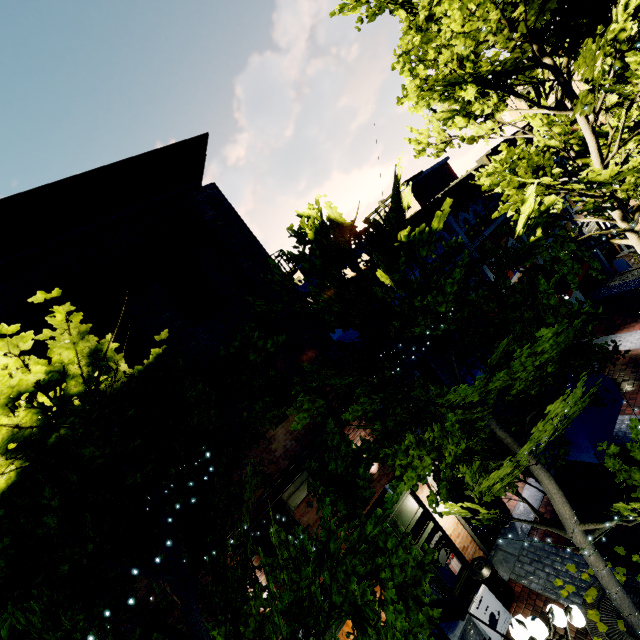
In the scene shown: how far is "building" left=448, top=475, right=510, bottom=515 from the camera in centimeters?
948cm

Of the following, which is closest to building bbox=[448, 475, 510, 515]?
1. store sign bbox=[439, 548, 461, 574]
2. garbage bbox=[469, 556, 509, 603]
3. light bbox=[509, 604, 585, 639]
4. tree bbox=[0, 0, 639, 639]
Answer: tree bbox=[0, 0, 639, 639]

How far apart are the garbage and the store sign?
0.33m

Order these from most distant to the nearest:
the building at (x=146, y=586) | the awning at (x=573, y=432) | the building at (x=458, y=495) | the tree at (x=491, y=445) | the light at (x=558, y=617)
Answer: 1. the building at (x=458, y=495)
2. the awning at (x=573, y=432)
3. the building at (x=146, y=586)
4. the light at (x=558, y=617)
5. the tree at (x=491, y=445)

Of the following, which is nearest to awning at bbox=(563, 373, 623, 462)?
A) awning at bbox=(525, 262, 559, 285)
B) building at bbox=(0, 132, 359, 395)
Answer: awning at bbox=(525, 262, 559, 285)

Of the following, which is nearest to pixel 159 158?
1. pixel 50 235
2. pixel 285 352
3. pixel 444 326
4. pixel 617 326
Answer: pixel 50 235

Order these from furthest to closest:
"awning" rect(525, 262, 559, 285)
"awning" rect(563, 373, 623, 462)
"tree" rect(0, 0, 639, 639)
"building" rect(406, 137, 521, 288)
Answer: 1. "awning" rect(525, 262, 559, 285)
2. "building" rect(406, 137, 521, 288)
3. "awning" rect(563, 373, 623, 462)
4. "tree" rect(0, 0, 639, 639)

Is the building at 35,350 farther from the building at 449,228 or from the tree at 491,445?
the building at 449,228
